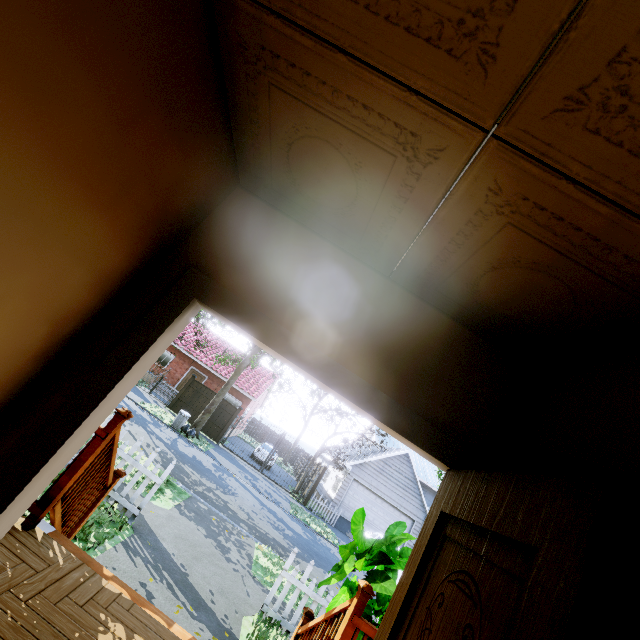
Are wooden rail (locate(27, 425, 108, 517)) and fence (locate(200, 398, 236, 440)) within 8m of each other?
no

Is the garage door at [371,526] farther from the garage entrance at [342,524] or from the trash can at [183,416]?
the trash can at [183,416]

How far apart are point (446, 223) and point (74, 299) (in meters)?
1.49

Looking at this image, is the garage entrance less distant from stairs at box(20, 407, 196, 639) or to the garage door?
the garage door

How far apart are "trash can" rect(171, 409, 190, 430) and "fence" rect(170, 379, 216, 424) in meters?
3.4 m

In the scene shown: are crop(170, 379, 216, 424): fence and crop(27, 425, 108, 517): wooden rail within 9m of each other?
no

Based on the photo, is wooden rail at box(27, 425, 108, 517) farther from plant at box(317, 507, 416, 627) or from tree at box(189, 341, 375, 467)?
tree at box(189, 341, 375, 467)

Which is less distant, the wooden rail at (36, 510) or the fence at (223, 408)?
the wooden rail at (36, 510)
